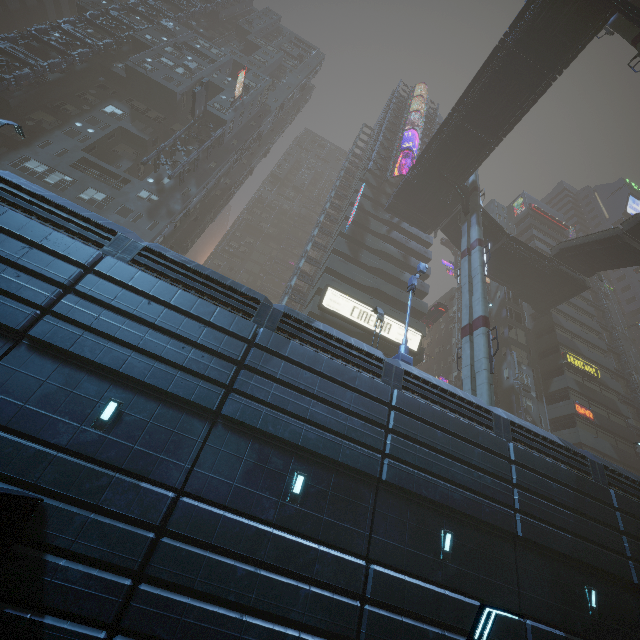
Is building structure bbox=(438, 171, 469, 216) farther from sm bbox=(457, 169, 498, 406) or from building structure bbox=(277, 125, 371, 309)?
building structure bbox=(277, 125, 371, 309)

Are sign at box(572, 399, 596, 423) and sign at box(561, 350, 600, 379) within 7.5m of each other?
yes

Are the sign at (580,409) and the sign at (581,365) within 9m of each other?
yes

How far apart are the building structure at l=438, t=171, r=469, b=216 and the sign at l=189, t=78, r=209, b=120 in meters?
26.3 m

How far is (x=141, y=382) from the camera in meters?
9.8 m

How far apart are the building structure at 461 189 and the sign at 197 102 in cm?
2626

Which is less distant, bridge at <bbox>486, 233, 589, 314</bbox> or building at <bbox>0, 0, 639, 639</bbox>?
building at <bbox>0, 0, 639, 639</bbox>

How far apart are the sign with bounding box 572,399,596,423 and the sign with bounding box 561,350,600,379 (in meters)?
4.28
